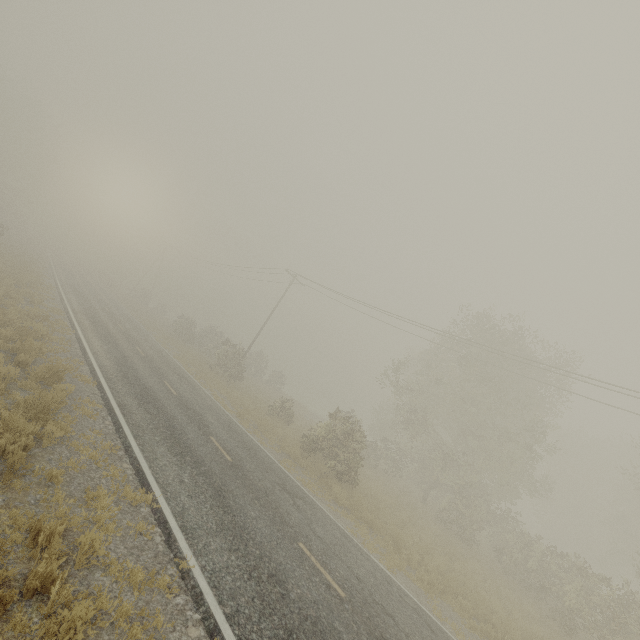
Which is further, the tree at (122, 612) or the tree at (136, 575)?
the tree at (136, 575)

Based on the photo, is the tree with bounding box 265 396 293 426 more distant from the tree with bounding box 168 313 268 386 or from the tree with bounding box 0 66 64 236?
the tree with bounding box 0 66 64 236

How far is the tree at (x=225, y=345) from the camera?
29.66m

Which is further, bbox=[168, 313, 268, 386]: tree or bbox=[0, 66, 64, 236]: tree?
bbox=[0, 66, 64, 236]: tree

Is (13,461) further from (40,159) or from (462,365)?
(40,159)

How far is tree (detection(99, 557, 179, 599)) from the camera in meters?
5.4 m

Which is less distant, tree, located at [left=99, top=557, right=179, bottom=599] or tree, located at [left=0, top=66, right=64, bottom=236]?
tree, located at [left=99, top=557, right=179, bottom=599]

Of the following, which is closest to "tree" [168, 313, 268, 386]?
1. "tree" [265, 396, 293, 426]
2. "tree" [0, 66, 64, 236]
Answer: "tree" [265, 396, 293, 426]
